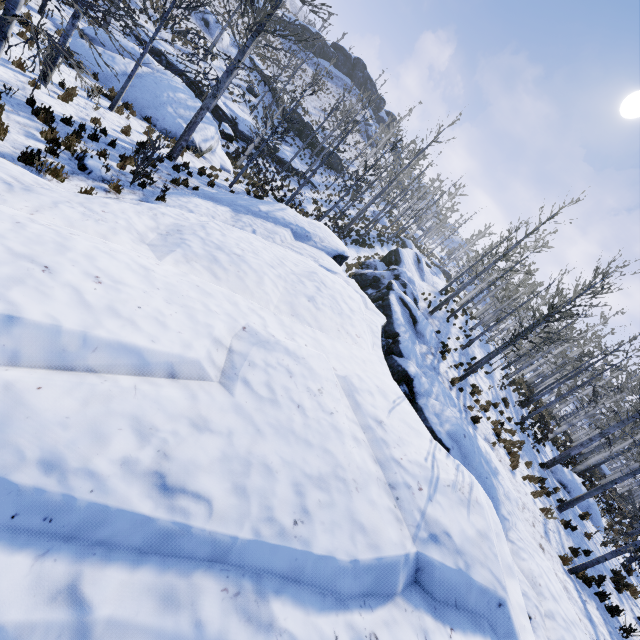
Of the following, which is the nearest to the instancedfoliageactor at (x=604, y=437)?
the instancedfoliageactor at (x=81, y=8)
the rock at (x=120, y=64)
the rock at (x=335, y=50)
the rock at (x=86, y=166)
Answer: the instancedfoliageactor at (x=81, y=8)

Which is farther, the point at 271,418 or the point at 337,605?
the point at 271,418

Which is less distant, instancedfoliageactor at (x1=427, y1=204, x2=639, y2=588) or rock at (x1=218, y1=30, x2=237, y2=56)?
instancedfoliageactor at (x1=427, y1=204, x2=639, y2=588)

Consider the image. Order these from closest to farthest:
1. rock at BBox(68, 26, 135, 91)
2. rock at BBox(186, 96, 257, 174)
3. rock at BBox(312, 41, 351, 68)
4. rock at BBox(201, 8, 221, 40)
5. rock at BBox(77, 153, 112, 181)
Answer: rock at BBox(77, 153, 112, 181) → rock at BBox(68, 26, 135, 91) → rock at BBox(186, 96, 257, 174) → rock at BBox(201, 8, 221, 40) → rock at BBox(312, 41, 351, 68)

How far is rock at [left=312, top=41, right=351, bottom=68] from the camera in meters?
55.2 m

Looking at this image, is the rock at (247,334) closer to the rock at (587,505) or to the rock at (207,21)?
the rock at (587,505)

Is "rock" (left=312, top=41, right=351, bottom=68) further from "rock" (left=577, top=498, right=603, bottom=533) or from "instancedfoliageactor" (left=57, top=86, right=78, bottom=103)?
"rock" (left=577, top=498, right=603, bottom=533)

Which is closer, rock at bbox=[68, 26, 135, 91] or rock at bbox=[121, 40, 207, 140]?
rock at bbox=[68, 26, 135, 91]
